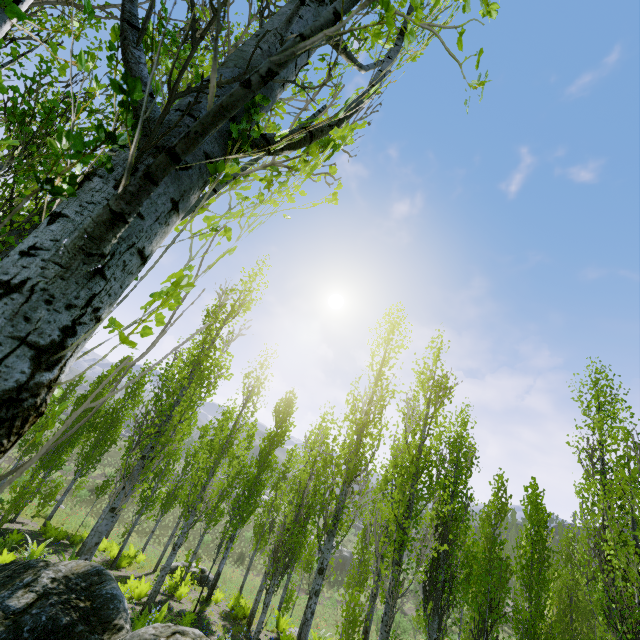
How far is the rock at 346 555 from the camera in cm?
4303

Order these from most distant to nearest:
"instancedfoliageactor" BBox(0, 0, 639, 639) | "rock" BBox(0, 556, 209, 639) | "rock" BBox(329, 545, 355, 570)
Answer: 1. "rock" BBox(329, 545, 355, 570)
2. "rock" BBox(0, 556, 209, 639)
3. "instancedfoliageactor" BBox(0, 0, 639, 639)

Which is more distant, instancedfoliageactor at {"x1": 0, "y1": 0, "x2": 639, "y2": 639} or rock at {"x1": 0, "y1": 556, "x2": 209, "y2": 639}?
rock at {"x1": 0, "y1": 556, "x2": 209, "y2": 639}

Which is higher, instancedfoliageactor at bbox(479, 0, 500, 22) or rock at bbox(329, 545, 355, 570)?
instancedfoliageactor at bbox(479, 0, 500, 22)

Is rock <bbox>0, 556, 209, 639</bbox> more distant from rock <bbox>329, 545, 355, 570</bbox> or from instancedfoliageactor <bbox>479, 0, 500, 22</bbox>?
rock <bbox>329, 545, 355, 570</bbox>

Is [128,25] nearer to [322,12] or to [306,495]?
[322,12]

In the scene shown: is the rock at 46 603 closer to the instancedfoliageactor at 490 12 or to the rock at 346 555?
the instancedfoliageactor at 490 12

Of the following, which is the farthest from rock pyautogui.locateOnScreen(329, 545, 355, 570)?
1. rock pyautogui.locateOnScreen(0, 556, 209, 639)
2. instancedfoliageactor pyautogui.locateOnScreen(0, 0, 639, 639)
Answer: rock pyautogui.locateOnScreen(0, 556, 209, 639)
